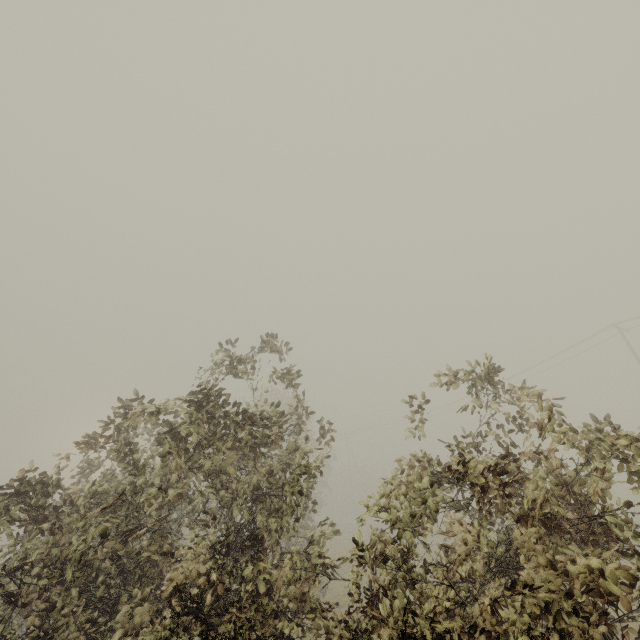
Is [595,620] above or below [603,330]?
below
